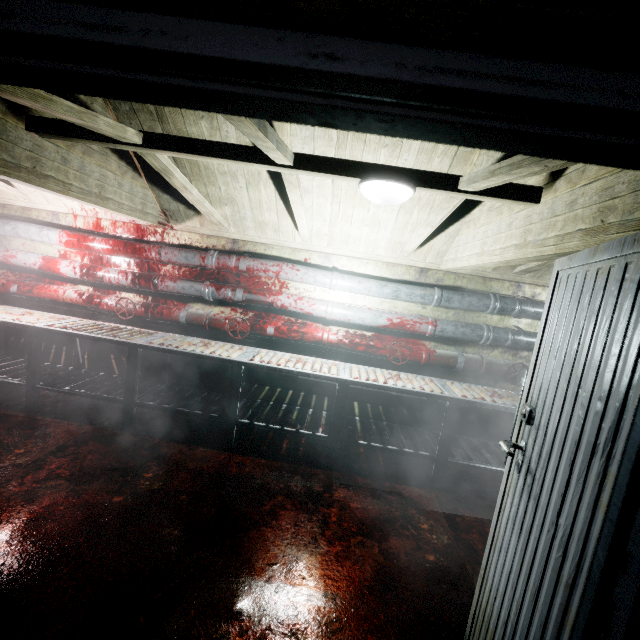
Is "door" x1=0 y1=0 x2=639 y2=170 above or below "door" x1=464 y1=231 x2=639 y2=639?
above

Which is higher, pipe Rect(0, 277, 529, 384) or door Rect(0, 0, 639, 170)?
door Rect(0, 0, 639, 170)

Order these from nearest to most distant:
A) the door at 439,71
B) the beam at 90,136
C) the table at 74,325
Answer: the door at 439,71
the beam at 90,136
the table at 74,325

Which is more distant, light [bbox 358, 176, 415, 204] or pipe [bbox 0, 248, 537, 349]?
pipe [bbox 0, 248, 537, 349]

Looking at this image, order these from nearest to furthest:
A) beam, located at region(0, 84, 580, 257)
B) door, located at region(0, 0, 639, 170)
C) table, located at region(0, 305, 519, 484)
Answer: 1. door, located at region(0, 0, 639, 170)
2. beam, located at region(0, 84, 580, 257)
3. table, located at region(0, 305, 519, 484)

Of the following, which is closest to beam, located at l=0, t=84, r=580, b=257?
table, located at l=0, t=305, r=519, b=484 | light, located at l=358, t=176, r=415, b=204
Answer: light, located at l=358, t=176, r=415, b=204

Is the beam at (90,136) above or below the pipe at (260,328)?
above

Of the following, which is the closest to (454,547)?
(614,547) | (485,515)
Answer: (485,515)
